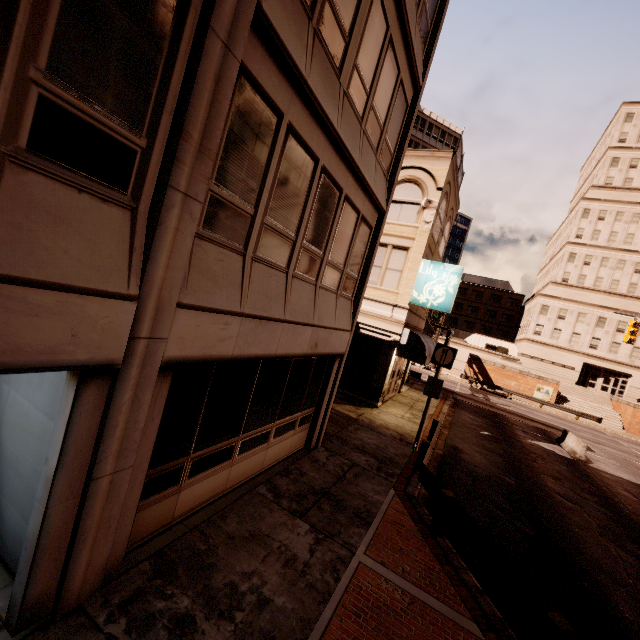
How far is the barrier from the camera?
18.2 meters

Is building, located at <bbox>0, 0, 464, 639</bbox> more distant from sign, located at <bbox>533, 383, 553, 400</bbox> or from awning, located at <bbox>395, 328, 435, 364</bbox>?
sign, located at <bbox>533, 383, 553, 400</bbox>

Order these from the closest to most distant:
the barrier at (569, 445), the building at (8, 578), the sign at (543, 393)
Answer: the building at (8, 578)
the barrier at (569, 445)
the sign at (543, 393)

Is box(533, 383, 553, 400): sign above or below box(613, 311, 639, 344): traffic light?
below

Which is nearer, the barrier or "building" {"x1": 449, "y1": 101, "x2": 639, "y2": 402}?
the barrier

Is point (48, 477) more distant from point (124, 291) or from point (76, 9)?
point (76, 9)

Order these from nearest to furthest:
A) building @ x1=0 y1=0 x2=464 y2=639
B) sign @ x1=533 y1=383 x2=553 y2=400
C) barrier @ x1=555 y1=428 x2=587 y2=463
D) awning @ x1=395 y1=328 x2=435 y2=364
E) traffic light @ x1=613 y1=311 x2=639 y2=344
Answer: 1. building @ x1=0 y1=0 x2=464 y2=639
2. awning @ x1=395 y1=328 x2=435 y2=364
3. barrier @ x1=555 y1=428 x2=587 y2=463
4. traffic light @ x1=613 y1=311 x2=639 y2=344
5. sign @ x1=533 y1=383 x2=553 y2=400

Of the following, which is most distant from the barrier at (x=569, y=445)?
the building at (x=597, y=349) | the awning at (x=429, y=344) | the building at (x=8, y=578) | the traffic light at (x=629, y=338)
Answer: the building at (x=597, y=349)
